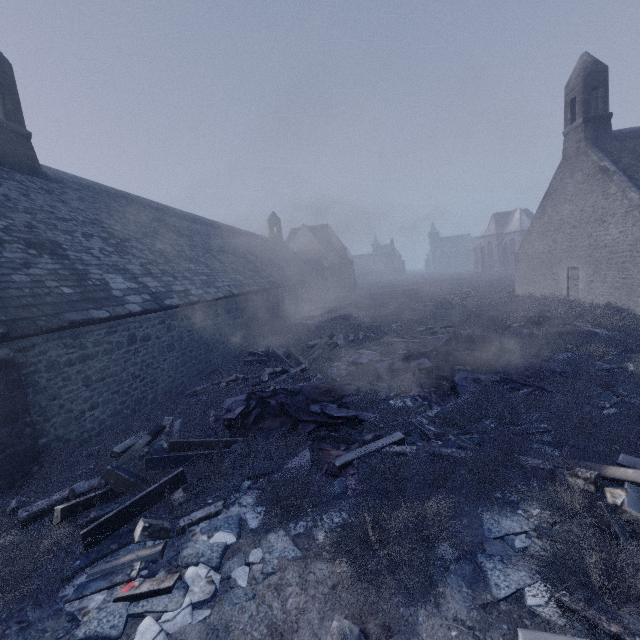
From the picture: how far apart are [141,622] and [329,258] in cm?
5371

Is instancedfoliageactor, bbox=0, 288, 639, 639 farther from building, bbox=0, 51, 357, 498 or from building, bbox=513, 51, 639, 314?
building, bbox=513, 51, 639, 314

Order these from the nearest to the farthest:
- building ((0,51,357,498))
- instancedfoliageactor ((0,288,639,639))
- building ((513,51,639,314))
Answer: instancedfoliageactor ((0,288,639,639)) → building ((0,51,357,498)) → building ((513,51,639,314))

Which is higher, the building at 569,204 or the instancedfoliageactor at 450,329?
the building at 569,204

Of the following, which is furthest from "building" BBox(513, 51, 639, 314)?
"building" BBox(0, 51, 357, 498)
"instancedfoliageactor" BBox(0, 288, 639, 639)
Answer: "building" BBox(0, 51, 357, 498)

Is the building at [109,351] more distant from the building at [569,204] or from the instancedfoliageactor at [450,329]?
the building at [569,204]

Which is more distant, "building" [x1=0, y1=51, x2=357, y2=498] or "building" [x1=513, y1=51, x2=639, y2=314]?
"building" [x1=513, y1=51, x2=639, y2=314]
